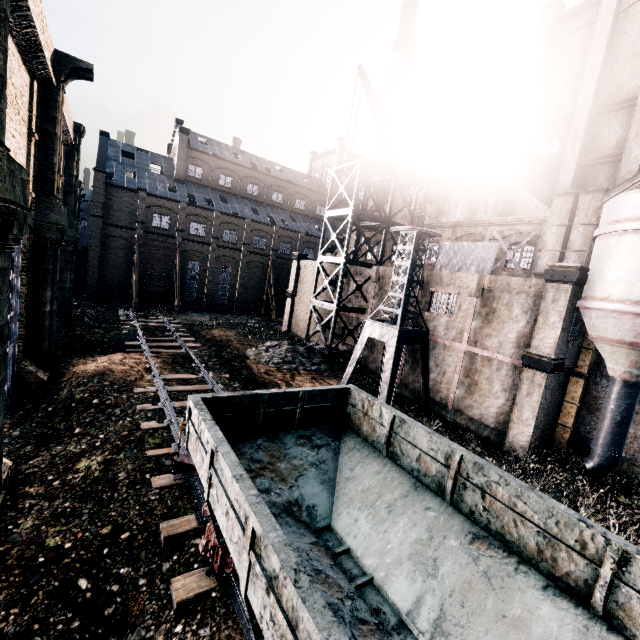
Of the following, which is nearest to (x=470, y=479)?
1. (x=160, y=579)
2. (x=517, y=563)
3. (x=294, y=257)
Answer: (x=517, y=563)

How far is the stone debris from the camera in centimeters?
2448cm

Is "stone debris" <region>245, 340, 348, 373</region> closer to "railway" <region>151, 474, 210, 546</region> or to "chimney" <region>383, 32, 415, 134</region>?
"railway" <region>151, 474, 210, 546</region>

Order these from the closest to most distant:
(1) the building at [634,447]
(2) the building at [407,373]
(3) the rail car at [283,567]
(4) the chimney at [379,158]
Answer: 1. (3) the rail car at [283,567]
2. (1) the building at [634,447]
3. (2) the building at [407,373]
4. (4) the chimney at [379,158]

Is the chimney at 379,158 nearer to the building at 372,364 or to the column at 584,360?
the building at 372,364

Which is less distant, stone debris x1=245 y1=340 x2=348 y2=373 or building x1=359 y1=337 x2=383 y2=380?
stone debris x1=245 y1=340 x2=348 y2=373

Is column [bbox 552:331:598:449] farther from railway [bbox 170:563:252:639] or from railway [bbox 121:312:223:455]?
railway [bbox 170:563:252:639]

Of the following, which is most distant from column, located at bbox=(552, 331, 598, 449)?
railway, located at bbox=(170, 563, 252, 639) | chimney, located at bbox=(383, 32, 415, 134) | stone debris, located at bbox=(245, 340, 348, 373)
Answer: chimney, located at bbox=(383, 32, 415, 134)
